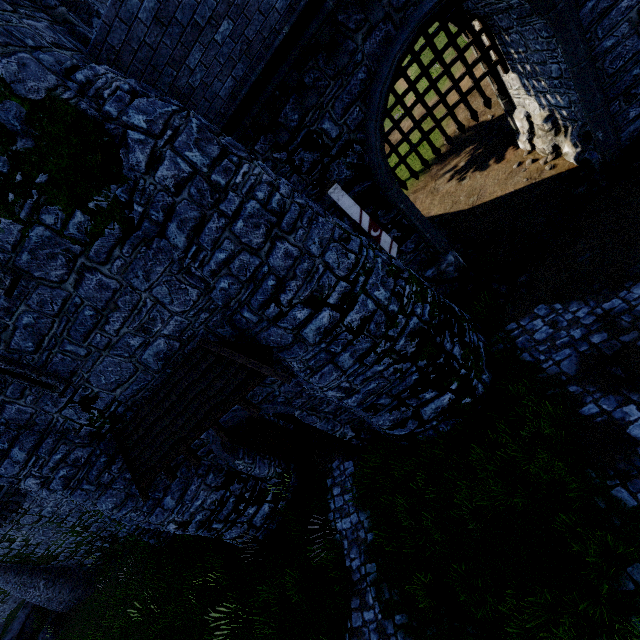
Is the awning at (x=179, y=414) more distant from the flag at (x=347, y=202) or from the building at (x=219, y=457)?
the flag at (x=347, y=202)

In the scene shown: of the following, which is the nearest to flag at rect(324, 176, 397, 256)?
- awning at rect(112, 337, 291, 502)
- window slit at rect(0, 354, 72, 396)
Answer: awning at rect(112, 337, 291, 502)

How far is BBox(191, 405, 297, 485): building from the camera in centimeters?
912cm

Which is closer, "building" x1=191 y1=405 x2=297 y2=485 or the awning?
the awning

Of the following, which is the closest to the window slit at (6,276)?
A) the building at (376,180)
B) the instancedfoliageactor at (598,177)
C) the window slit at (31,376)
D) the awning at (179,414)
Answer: the building at (376,180)

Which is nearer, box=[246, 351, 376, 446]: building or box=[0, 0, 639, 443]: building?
box=[0, 0, 639, 443]: building

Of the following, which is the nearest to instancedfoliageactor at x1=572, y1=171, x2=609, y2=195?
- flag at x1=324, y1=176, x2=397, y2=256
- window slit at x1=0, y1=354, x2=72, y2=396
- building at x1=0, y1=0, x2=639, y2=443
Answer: building at x1=0, y1=0, x2=639, y2=443

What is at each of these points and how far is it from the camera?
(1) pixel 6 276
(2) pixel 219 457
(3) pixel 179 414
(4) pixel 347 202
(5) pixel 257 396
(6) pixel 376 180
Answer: (1) window slit, 5.67m
(2) building, 10.29m
(3) awning, 7.79m
(4) flag, 8.09m
(5) building, 8.69m
(6) building, 8.66m
